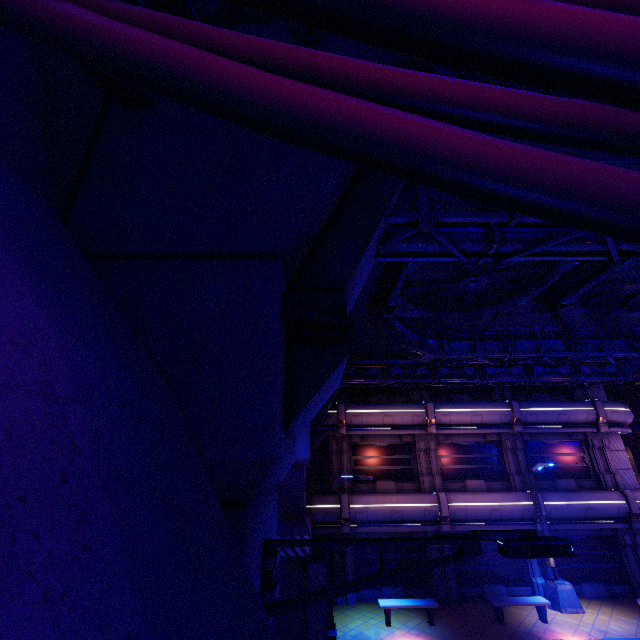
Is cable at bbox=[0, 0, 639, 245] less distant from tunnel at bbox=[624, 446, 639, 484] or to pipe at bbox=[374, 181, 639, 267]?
pipe at bbox=[374, 181, 639, 267]

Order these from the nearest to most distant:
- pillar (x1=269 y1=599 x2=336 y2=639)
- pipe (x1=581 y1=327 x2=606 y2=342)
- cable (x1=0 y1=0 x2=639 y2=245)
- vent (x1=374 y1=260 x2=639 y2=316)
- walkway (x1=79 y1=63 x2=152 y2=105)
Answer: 1. cable (x1=0 y1=0 x2=639 y2=245)
2. walkway (x1=79 y1=63 x2=152 y2=105)
3. vent (x1=374 y1=260 x2=639 y2=316)
4. pillar (x1=269 y1=599 x2=336 y2=639)
5. pipe (x1=581 y1=327 x2=606 y2=342)

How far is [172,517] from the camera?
1.1m

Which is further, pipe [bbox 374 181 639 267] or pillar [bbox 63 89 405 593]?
pipe [bbox 374 181 639 267]

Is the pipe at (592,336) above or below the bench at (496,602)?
above

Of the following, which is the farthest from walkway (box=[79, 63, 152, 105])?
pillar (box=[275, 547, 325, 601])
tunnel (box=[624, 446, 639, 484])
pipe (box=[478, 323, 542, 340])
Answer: pillar (box=[275, 547, 325, 601])

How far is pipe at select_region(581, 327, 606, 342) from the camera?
12.68m

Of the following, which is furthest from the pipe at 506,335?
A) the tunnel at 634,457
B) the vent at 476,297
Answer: the tunnel at 634,457
